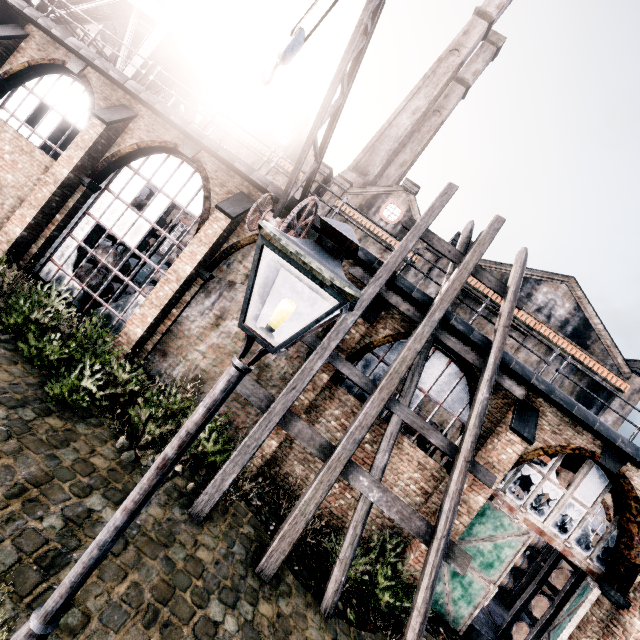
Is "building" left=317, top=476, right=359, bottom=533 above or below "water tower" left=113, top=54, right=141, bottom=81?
below

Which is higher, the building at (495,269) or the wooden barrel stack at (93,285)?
the building at (495,269)

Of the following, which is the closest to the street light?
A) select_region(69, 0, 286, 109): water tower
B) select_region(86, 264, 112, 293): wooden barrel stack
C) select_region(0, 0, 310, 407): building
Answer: select_region(0, 0, 310, 407): building

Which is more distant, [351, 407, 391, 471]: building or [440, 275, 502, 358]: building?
[351, 407, 391, 471]: building

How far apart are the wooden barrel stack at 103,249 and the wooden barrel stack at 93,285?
0.74m

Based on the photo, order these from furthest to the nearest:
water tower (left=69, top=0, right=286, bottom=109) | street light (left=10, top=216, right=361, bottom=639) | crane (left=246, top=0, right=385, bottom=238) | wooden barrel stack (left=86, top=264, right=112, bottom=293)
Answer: water tower (left=69, top=0, right=286, bottom=109), wooden barrel stack (left=86, top=264, right=112, bottom=293), crane (left=246, top=0, right=385, bottom=238), street light (left=10, top=216, right=361, bottom=639)

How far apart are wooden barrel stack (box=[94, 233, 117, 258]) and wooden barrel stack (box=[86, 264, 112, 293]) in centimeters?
74cm

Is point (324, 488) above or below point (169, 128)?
below
